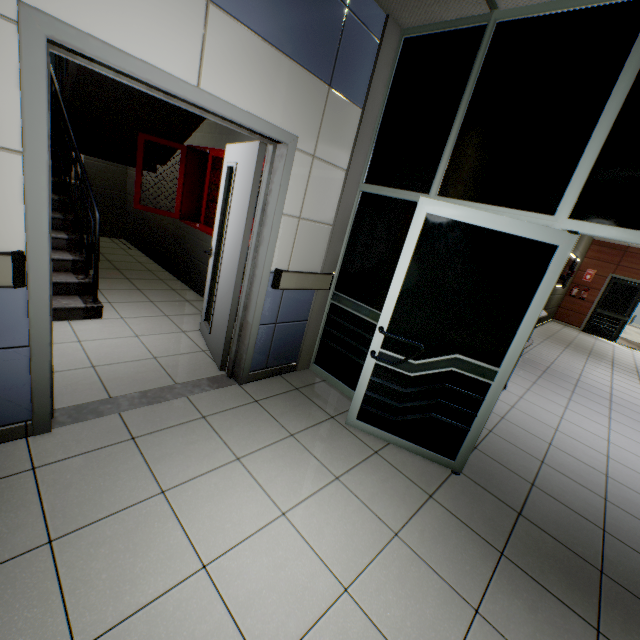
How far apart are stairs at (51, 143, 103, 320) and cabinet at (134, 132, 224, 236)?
0.69m

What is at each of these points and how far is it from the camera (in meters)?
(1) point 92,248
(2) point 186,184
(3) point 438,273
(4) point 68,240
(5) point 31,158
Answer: (1) railing, 3.48
(2) cabinet, 4.62
(3) door, 2.36
(4) stairs, 3.81
(5) door, 1.48

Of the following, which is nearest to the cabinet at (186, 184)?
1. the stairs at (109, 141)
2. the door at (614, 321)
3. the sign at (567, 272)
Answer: the stairs at (109, 141)

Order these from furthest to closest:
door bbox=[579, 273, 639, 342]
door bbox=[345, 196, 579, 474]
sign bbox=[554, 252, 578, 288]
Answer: door bbox=[579, 273, 639, 342] < sign bbox=[554, 252, 578, 288] < door bbox=[345, 196, 579, 474]

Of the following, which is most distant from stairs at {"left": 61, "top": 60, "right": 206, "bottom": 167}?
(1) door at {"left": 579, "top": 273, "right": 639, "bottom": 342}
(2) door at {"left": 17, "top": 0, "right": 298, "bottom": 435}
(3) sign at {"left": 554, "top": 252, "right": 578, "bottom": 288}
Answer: (1) door at {"left": 579, "top": 273, "right": 639, "bottom": 342}

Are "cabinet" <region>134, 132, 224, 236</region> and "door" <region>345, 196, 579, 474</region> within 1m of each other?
no

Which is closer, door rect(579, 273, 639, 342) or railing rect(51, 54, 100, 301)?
railing rect(51, 54, 100, 301)

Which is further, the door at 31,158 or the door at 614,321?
the door at 614,321
